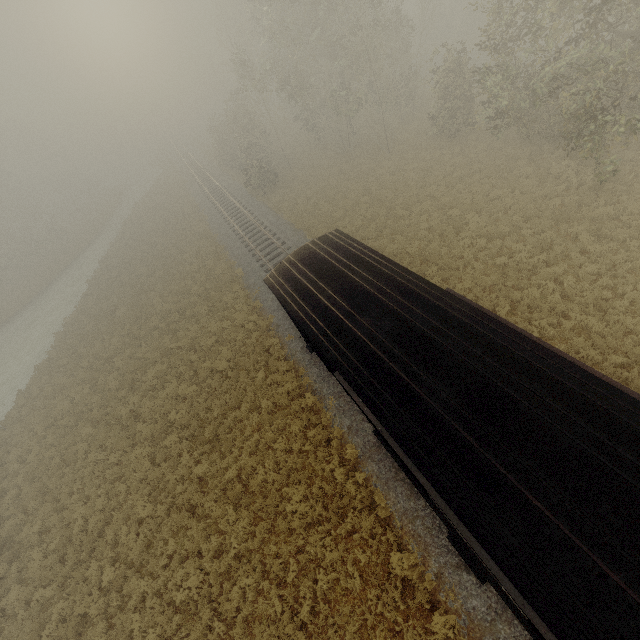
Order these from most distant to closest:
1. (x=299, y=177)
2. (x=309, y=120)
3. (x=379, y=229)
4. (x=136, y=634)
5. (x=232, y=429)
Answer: (x=309, y=120) < (x=299, y=177) < (x=379, y=229) < (x=232, y=429) < (x=136, y=634)
